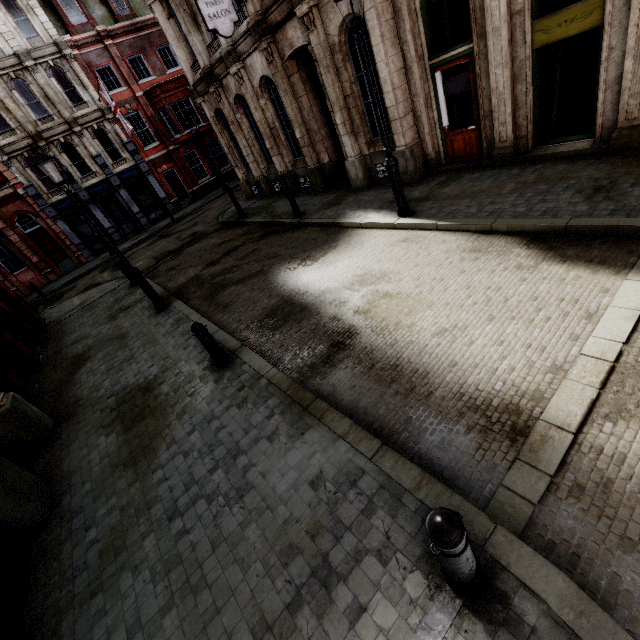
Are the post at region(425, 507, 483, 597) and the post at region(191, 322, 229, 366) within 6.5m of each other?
yes

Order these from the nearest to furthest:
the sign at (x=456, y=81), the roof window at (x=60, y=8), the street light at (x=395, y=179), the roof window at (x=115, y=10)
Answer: the street light at (x=395, y=179)
the sign at (x=456, y=81)
the roof window at (x=60, y=8)
the roof window at (x=115, y=10)

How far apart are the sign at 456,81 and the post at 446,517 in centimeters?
1013cm

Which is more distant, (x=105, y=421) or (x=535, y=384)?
(x=105, y=421)

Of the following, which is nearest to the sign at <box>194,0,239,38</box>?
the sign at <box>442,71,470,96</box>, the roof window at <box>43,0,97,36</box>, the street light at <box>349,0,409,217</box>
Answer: the street light at <box>349,0,409,217</box>

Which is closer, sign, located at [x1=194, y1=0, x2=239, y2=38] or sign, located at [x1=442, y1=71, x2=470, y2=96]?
sign, located at [x1=442, y1=71, x2=470, y2=96]

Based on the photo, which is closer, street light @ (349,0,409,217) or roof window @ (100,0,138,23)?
street light @ (349,0,409,217)

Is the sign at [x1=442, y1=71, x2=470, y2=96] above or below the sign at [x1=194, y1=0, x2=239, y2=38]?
below
